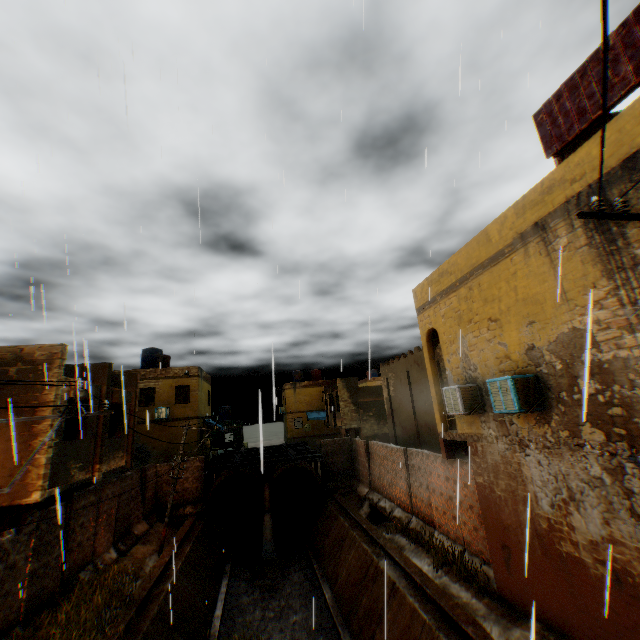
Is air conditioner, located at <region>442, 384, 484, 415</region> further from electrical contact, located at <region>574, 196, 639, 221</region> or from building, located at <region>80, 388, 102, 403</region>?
electrical contact, located at <region>574, 196, 639, 221</region>

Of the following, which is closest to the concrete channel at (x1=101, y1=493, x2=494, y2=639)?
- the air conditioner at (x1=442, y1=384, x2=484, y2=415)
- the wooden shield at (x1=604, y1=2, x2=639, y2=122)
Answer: the air conditioner at (x1=442, y1=384, x2=484, y2=415)

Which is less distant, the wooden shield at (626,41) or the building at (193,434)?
the wooden shield at (626,41)

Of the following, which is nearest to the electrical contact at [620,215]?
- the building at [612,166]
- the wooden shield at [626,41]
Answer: the building at [612,166]

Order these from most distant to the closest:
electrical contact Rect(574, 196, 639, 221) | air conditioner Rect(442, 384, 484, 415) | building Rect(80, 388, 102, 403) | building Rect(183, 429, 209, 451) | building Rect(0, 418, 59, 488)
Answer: building Rect(183, 429, 209, 451), building Rect(80, 388, 102, 403), building Rect(0, 418, 59, 488), air conditioner Rect(442, 384, 484, 415), electrical contact Rect(574, 196, 639, 221)

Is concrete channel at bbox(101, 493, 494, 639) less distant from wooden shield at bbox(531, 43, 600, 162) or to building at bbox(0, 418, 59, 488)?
building at bbox(0, 418, 59, 488)

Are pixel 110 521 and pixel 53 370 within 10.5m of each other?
yes

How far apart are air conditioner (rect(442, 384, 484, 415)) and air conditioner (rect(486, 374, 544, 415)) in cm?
120
